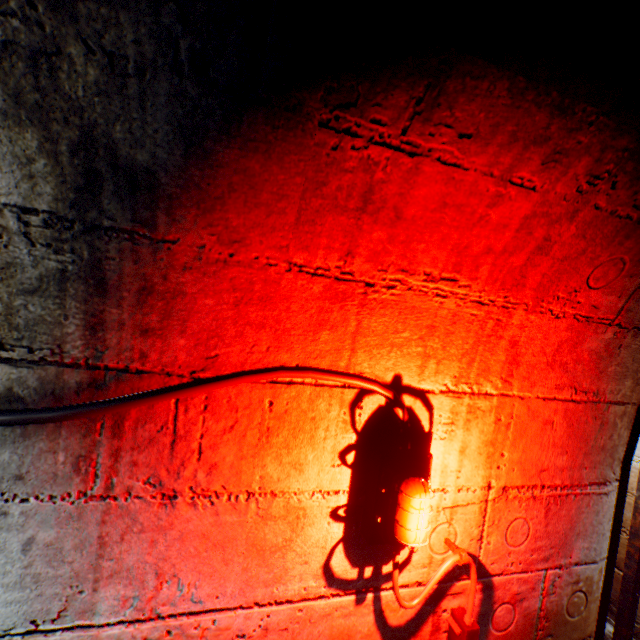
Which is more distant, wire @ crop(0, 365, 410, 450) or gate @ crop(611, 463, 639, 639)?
gate @ crop(611, 463, 639, 639)

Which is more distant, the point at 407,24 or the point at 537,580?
the point at 537,580

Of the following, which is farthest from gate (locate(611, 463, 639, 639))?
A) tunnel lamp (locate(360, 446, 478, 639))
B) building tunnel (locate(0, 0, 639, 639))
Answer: tunnel lamp (locate(360, 446, 478, 639))

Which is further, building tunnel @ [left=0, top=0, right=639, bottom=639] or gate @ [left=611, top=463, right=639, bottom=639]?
gate @ [left=611, top=463, right=639, bottom=639]

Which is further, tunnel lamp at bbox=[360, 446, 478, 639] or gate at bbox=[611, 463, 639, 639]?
gate at bbox=[611, 463, 639, 639]

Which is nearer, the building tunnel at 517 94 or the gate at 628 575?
the building tunnel at 517 94

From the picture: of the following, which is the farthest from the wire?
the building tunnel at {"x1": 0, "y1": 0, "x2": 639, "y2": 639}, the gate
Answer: the gate

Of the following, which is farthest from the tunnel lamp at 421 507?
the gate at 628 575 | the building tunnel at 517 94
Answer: the gate at 628 575
